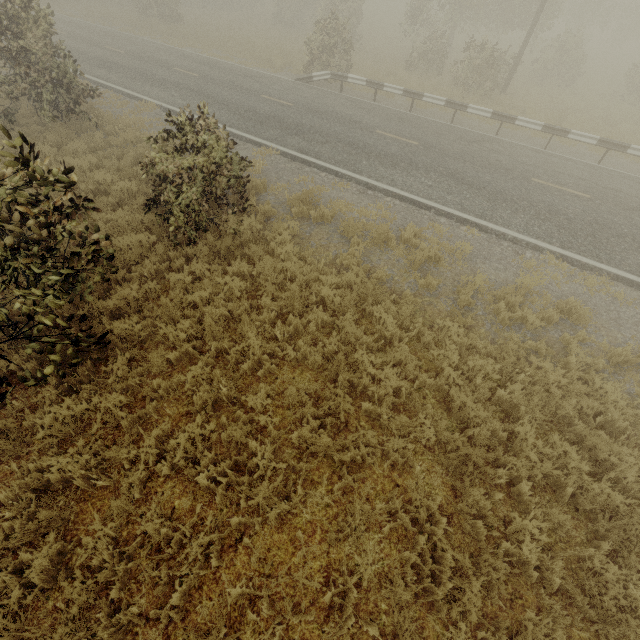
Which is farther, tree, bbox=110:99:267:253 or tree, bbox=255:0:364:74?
tree, bbox=255:0:364:74

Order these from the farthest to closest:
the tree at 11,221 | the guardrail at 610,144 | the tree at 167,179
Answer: the guardrail at 610,144 → the tree at 167,179 → the tree at 11,221

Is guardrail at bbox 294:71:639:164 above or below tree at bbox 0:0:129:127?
below

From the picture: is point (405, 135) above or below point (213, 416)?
above

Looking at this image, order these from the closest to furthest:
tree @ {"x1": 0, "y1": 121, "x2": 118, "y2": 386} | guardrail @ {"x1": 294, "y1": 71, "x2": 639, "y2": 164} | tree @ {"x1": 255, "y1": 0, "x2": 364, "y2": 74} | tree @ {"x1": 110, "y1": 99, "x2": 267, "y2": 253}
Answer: tree @ {"x1": 0, "y1": 121, "x2": 118, "y2": 386} → tree @ {"x1": 110, "y1": 99, "x2": 267, "y2": 253} → guardrail @ {"x1": 294, "y1": 71, "x2": 639, "y2": 164} → tree @ {"x1": 255, "y1": 0, "x2": 364, "y2": 74}

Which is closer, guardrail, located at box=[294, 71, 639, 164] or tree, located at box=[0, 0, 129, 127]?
tree, located at box=[0, 0, 129, 127]

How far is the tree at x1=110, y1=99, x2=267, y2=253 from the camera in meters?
6.6 m

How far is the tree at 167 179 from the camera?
6.6m
